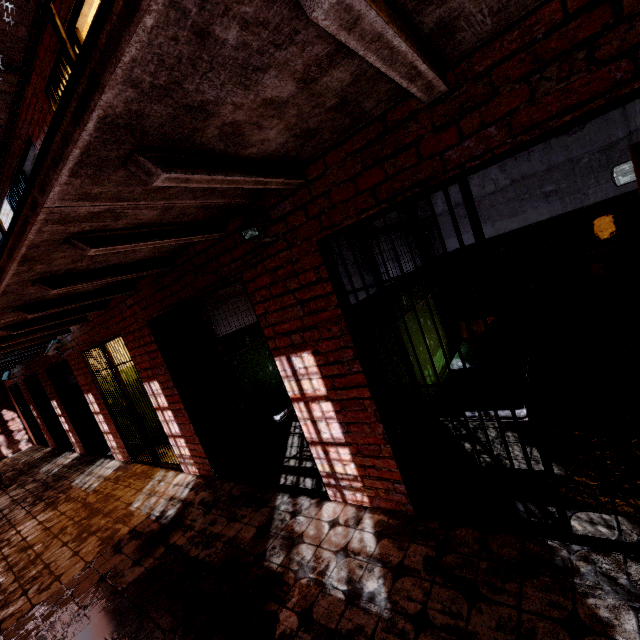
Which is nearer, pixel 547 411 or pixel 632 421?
pixel 632 421

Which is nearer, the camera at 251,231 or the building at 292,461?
the camera at 251,231

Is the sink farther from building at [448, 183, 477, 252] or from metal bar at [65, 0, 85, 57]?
metal bar at [65, 0, 85, 57]

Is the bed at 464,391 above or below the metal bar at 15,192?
below

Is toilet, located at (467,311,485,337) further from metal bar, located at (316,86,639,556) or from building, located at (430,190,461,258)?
metal bar, located at (316,86,639,556)

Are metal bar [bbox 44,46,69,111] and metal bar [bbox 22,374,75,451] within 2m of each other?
no

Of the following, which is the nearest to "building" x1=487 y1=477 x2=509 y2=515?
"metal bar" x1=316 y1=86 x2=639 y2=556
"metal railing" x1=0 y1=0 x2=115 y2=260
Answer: "metal bar" x1=316 y1=86 x2=639 y2=556

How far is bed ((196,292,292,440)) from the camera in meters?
4.6 m
